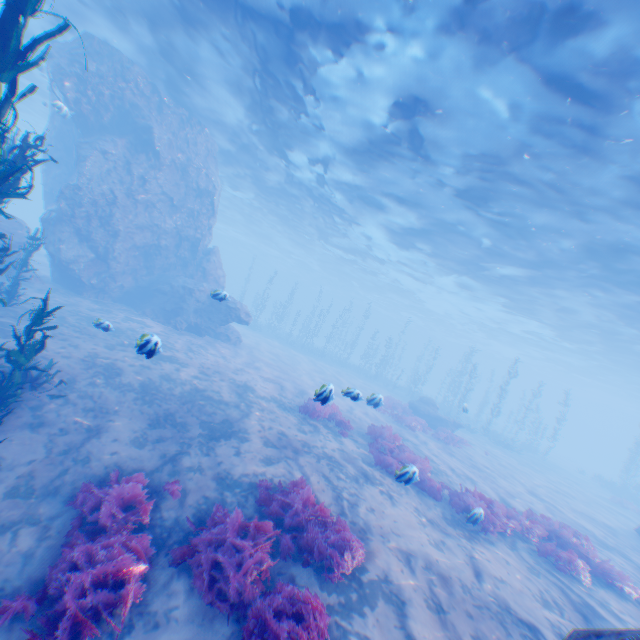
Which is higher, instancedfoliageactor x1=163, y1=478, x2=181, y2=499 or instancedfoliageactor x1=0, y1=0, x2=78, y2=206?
instancedfoliageactor x1=0, y1=0, x2=78, y2=206

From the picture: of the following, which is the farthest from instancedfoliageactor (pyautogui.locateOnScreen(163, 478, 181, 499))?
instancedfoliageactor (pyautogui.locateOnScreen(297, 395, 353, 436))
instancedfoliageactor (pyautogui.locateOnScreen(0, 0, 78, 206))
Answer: instancedfoliageactor (pyautogui.locateOnScreen(297, 395, 353, 436))

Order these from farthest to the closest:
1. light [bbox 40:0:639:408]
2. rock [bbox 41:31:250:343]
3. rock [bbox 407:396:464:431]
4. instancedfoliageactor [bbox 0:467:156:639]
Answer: rock [bbox 407:396:464:431] < rock [bbox 41:31:250:343] < light [bbox 40:0:639:408] < instancedfoliageactor [bbox 0:467:156:639]

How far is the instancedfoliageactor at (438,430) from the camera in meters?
19.7

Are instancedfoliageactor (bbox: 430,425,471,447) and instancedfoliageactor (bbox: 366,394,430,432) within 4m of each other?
yes

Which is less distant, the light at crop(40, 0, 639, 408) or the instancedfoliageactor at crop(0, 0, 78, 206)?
the instancedfoliageactor at crop(0, 0, 78, 206)

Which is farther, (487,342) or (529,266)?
(487,342)

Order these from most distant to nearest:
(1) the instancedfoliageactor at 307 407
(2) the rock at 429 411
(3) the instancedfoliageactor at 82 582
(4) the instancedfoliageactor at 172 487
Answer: (2) the rock at 429 411, (1) the instancedfoliageactor at 307 407, (4) the instancedfoliageactor at 172 487, (3) the instancedfoliageactor at 82 582
